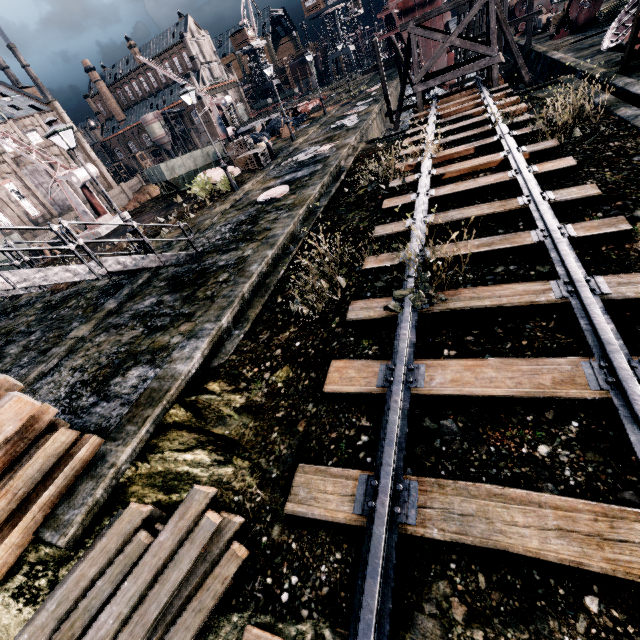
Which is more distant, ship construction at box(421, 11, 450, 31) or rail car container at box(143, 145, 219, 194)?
ship construction at box(421, 11, 450, 31)

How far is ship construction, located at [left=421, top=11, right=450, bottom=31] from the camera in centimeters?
3297cm

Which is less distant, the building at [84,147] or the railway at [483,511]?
the railway at [483,511]

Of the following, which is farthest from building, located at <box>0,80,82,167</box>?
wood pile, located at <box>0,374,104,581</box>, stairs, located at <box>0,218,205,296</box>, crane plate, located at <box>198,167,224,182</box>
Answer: wood pile, located at <box>0,374,104,581</box>

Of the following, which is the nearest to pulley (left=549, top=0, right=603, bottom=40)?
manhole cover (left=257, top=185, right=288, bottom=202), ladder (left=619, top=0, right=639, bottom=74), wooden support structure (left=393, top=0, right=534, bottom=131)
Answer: wooden support structure (left=393, top=0, right=534, bottom=131)

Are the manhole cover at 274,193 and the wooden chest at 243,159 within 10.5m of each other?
yes

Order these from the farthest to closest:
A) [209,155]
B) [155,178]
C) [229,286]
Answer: [209,155] < [155,178] < [229,286]

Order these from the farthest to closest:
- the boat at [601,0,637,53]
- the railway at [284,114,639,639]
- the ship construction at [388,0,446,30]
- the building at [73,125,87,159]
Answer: the building at [73,125,87,159] < the ship construction at [388,0,446,30] < the boat at [601,0,637,53] < the railway at [284,114,639,639]
